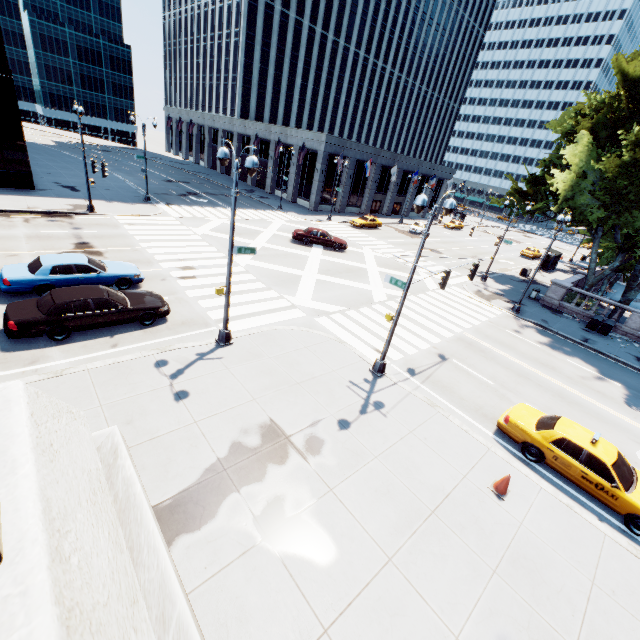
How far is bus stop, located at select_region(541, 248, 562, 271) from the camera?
40.1m

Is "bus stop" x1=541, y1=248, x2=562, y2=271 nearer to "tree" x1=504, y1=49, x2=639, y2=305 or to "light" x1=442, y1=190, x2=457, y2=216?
"tree" x1=504, y1=49, x2=639, y2=305

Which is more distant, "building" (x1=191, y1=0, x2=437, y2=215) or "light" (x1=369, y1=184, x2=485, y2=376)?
"building" (x1=191, y1=0, x2=437, y2=215)

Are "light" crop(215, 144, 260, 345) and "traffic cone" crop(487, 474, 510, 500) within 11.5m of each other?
yes

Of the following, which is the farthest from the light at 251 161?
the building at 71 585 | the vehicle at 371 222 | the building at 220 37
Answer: the building at 220 37

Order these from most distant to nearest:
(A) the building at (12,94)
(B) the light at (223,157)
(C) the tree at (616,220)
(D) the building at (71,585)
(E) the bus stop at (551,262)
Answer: (E) the bus stop at (551,262) < (A) the building at (12,94) < (C) the tree at (616,220) < (B) the light at (223,157) < (D) the building at (71,585)

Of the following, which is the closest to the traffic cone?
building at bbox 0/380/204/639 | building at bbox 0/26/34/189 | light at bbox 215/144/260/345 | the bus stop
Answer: building at bbox 0/380/204/639

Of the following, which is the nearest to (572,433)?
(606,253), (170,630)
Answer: (170,630)
